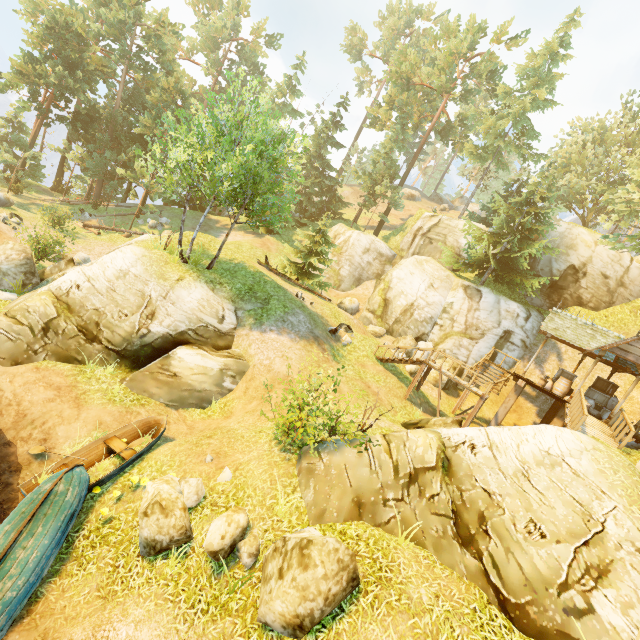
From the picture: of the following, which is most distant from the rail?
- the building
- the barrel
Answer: the barrel

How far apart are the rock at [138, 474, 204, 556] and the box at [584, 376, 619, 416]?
20.7 meters

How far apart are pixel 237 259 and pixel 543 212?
21.6 meters

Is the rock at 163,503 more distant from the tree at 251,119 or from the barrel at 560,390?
the barrel at 560,390

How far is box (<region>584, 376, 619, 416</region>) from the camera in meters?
18.1 m

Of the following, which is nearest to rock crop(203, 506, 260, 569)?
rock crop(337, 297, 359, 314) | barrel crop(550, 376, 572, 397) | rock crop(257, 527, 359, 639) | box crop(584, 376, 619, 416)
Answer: rock crop(257, 527, 359, 639)

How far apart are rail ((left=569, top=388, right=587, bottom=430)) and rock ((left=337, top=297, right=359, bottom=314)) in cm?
1729

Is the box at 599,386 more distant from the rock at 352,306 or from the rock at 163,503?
the rock at 163,503
